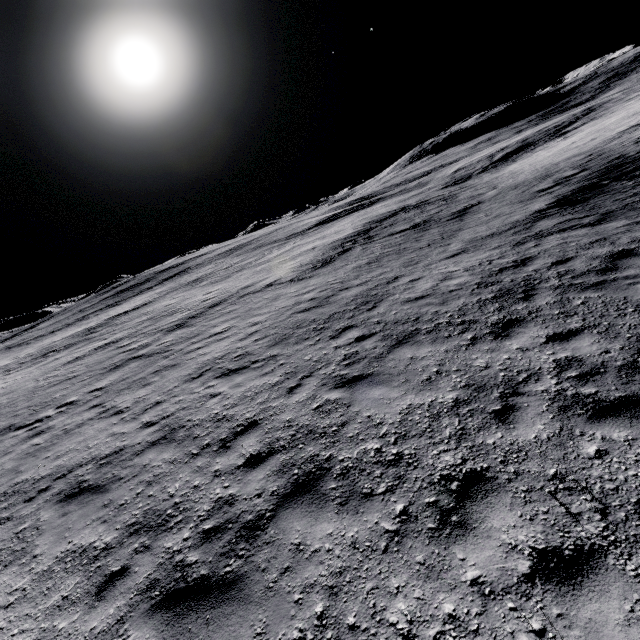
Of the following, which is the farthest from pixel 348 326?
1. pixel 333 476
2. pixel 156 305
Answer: pixel 156 305
